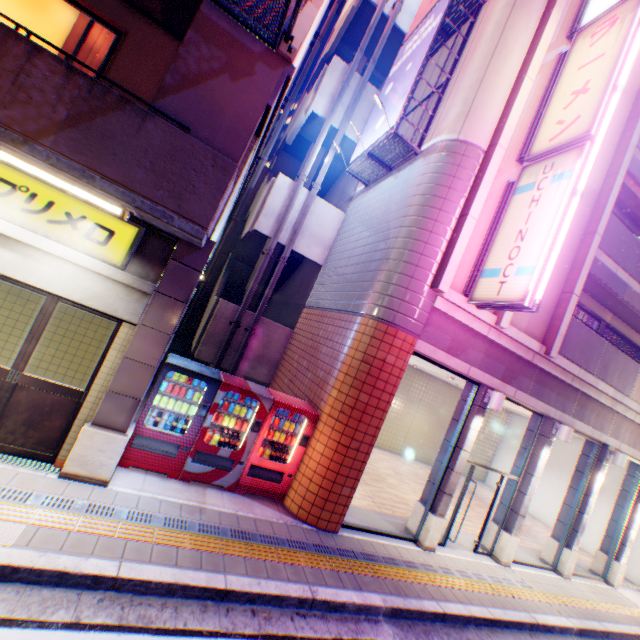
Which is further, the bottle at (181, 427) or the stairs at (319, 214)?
the stairs at (319, 214)

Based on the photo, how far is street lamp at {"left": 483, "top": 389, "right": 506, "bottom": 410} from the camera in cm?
766

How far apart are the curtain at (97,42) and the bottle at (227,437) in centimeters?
601cm

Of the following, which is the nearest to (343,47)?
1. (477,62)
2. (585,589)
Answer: (477,62)

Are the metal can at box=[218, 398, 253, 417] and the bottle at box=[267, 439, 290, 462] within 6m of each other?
yes

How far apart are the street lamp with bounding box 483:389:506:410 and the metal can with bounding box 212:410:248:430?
5.68m

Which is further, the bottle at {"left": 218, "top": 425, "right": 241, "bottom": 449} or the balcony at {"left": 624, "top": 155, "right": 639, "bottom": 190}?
the balcony at {"left": 624, "top": 155, "right": 639, "bottom": 190}

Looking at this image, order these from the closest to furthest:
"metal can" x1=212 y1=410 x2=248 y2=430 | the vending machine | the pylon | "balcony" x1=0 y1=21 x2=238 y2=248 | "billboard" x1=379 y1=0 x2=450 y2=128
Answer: "balcony" x1=0 y1=21 x2=238 y2=248 → the pylon → the vending machine → "metal can" x1=212 y1=410 x2=248 y2=430 → "billboard" x1=379 y1=0 x2=450 y2=128
